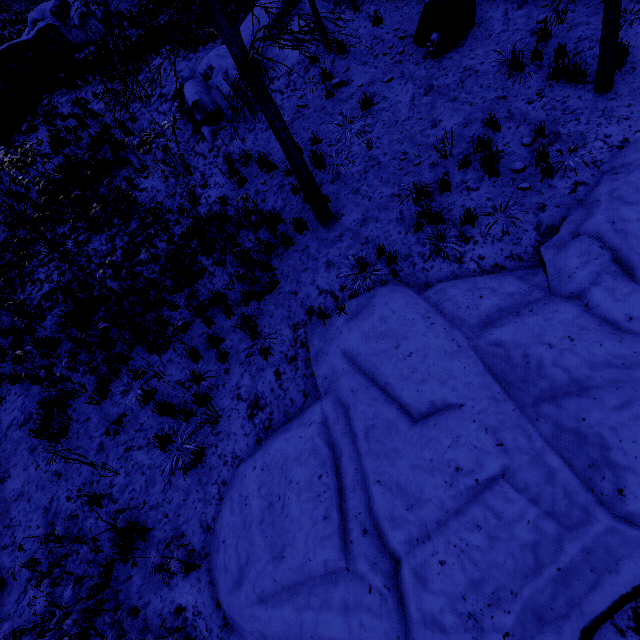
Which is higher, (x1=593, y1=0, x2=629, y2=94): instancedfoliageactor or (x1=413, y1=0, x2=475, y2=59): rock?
(x1=413, y1=0, x2=475, y2=59): rock

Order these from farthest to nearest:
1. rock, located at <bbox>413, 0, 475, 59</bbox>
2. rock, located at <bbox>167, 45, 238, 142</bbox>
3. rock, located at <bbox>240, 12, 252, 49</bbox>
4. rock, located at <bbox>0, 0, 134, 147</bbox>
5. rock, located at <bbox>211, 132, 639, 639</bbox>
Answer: rock, located at <bbox>0, 0, 134, 147</bbox> < rock, located at <bbox>240, 12, 252, 49</bbox> < rock, located at <bbox>167, 45, 238, 142</bbox> < rock, located at <bbox>413, 0, 475, 59</bbox> < rock, located at <bbox>211, 132, 639, 639</bbox>

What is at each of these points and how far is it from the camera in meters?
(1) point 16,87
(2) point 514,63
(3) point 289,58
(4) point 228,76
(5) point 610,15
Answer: (1) rock, 14.1
(2) instancedfoliageactor, 6.8
(3) rock, 9.8
(4) rock, 9.6
(5) instancedfoliageactor, 5.2

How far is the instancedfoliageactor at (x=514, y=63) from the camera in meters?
6.7

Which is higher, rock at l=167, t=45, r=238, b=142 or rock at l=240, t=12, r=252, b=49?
rock at l=240, t=12, r=252, b=49

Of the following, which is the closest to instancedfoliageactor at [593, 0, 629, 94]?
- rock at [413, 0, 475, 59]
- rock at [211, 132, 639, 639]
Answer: rock at [211, 132, 639, 639]

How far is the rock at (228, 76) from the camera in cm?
963

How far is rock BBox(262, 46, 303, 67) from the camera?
9.75m
